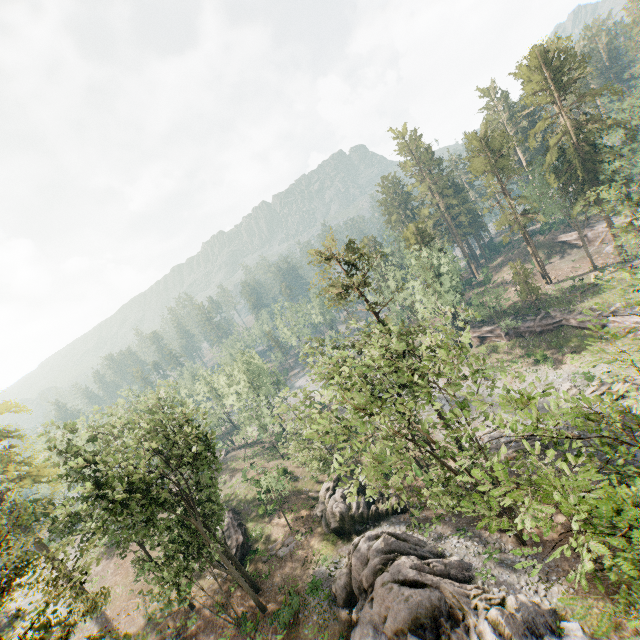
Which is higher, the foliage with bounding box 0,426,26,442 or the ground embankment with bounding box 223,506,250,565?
the foliage with bounding box 0,426,26,442

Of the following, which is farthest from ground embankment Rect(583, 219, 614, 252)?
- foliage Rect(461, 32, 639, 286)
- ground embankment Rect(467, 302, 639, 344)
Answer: ground embankment Rect(467, 302, 639, 344)

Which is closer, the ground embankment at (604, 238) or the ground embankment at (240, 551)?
the ground embankment at (240, 551)

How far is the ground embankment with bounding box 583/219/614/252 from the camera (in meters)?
53.76

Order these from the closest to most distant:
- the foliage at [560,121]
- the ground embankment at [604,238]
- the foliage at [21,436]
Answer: the foliage at [21,436], the foliage at [560,121], the ground embankment at [604,238]

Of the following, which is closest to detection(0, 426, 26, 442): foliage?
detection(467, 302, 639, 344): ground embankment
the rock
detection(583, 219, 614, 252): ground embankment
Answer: detection(467, 302, 639, 344): ground embankment

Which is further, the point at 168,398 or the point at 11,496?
the point at 168,398
